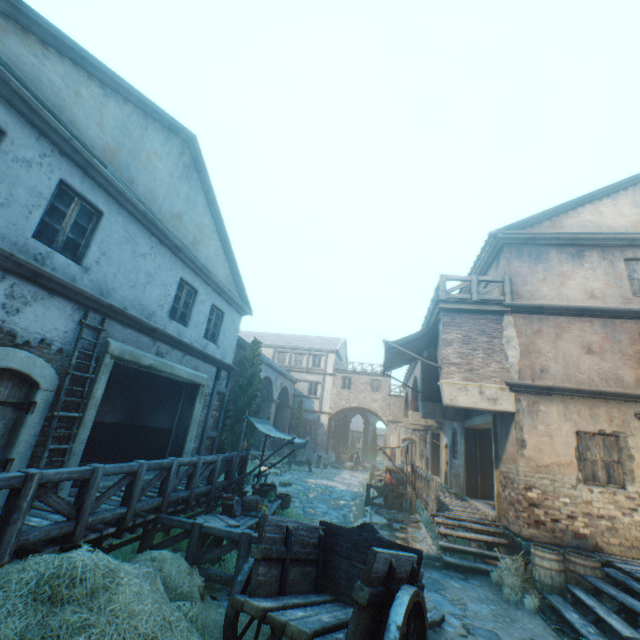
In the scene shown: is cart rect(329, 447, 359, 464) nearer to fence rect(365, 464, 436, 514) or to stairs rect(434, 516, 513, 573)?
fence rect(365, 464, 436, 514)

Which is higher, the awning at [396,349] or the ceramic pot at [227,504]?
the awning at [396,349]

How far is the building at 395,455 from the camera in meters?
30.2

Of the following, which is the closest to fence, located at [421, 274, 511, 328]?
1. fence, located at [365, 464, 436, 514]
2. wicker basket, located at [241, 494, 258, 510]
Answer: fence, located at [365, 464, 436, 514]

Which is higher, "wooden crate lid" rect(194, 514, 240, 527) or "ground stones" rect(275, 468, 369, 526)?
"wooden crate lid" rect(194, 514, 240, 527)

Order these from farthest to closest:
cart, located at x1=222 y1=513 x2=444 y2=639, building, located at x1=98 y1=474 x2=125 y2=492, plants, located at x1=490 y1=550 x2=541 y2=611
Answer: building, located at x1=98 y1=474 x2=125 y2=492 → plants, located at x1=490 y1=550 x2=541 y2=611 → cart, located at x1=222 y1=513 x2=444 y2=639

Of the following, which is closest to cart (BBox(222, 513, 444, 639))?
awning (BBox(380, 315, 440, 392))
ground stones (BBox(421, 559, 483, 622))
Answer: ground stones (BBox(421, 559, 483, 622))

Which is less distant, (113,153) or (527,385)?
(113,153)
